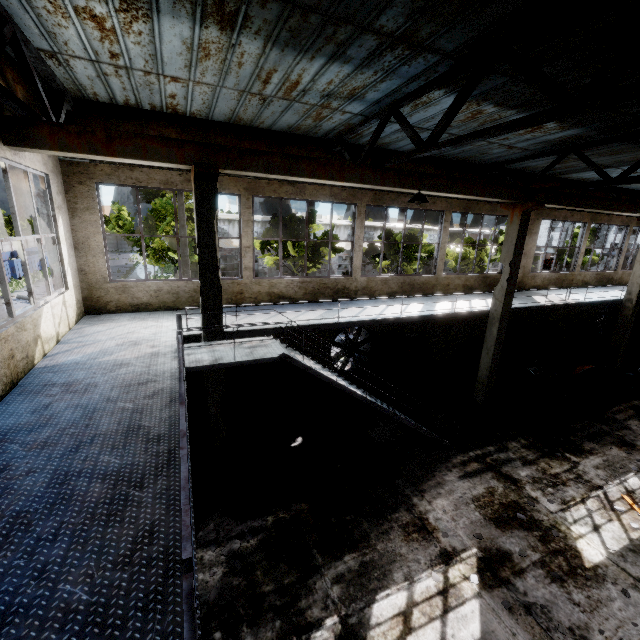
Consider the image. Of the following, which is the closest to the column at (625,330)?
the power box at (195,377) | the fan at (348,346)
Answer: the fan at (348,346)

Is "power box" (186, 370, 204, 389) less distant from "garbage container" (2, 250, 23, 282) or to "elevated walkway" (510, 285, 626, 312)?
"elevated walkway" (510, 285, 626, 312)

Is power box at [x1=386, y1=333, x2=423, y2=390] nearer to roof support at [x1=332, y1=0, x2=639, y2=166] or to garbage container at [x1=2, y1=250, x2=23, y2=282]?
roof support at [x1=332, y1=0, x2=639, y2=166]

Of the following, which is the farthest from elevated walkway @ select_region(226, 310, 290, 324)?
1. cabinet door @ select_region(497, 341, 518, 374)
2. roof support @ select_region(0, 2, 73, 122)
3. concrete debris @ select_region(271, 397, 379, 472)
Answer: roof support @ select_region(0, 2, 73, 122)

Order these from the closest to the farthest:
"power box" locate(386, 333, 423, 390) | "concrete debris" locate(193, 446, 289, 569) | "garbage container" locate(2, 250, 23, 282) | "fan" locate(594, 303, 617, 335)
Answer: "concrete debris" locate(193, 446, 289, 569), "power box" locate(386, 333, 423, 390), "fan" locate(594, 303, 617, 335), "garbage container" locate(2, 250, 23, 282)

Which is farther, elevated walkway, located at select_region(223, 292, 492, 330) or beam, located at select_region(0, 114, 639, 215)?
elevated walkway, located at select_region(223, 292, 492, 330)

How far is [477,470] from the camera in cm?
949

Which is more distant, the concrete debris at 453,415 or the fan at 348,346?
the fan at 348,346
